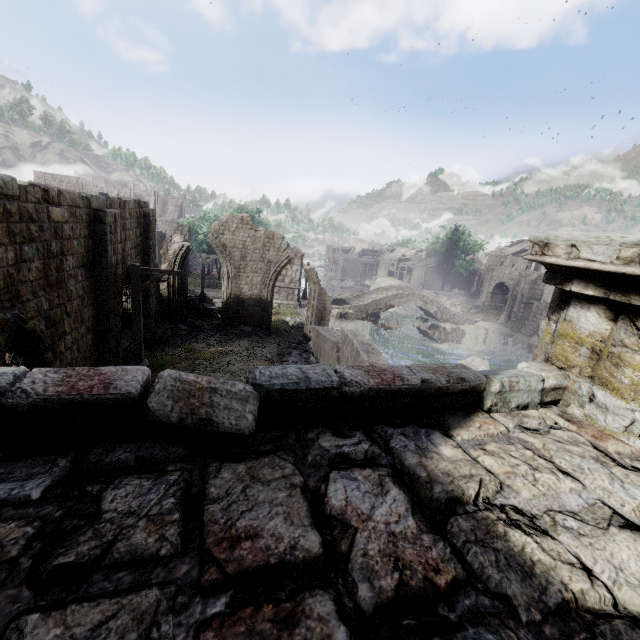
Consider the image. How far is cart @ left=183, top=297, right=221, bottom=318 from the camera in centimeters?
2502cm

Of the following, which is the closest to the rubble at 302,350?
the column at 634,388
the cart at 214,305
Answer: the column at 634,388

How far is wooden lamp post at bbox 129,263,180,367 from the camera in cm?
1083

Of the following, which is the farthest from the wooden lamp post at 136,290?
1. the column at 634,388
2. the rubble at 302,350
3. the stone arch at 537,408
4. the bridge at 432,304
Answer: the bridge at 432,304

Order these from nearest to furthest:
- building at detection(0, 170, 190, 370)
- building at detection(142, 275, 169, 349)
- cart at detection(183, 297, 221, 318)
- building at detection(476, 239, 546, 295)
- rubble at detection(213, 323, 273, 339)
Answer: building at detection(0, 170, 190, 370) → building at detection(142, 275, 169, 349) → rubble at detection(213, 323, 273, 339) → cart at detection(183, 297, 221, 318) → building at detection(476, 239, 546, 295)

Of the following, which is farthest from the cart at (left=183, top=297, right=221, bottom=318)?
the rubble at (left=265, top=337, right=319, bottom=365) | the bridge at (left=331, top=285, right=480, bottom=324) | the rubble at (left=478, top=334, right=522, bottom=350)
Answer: the rubble at (left=478, top=334, right=522, bottom=350)

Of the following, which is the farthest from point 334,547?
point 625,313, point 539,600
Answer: point 625,313

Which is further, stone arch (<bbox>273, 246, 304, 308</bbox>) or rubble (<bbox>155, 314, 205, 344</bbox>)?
stone arch (<bbox>273, 246, 304, 308</bbox>)
